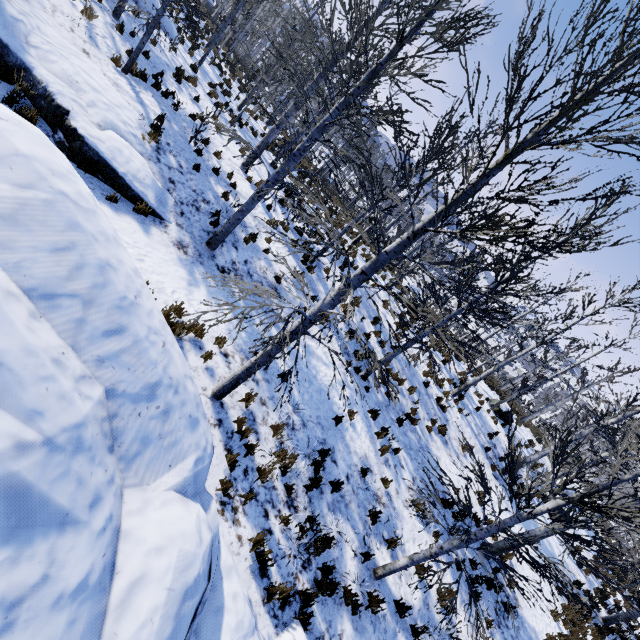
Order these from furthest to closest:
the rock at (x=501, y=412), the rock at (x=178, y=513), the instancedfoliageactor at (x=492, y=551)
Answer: the rock at (x=501, y=412), the instancedfoliageactor at (x=492, y=551), the rock at (x=178, y=513)

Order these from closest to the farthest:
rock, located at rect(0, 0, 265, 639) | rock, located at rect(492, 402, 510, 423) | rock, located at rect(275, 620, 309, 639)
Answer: rock, located at rect(0, 0, 265, 639) < rock, located at rect(275, 620, 309, 639) < rock, located at rect(492, 402, 510, 423)

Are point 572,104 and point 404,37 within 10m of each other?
yes

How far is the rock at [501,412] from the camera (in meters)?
17.86

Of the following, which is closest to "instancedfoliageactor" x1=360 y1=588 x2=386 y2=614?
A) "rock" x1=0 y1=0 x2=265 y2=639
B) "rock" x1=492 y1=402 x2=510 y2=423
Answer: "rock" x1=0 y1=0 x2=265 y2=639

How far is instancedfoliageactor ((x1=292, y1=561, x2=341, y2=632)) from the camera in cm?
547
